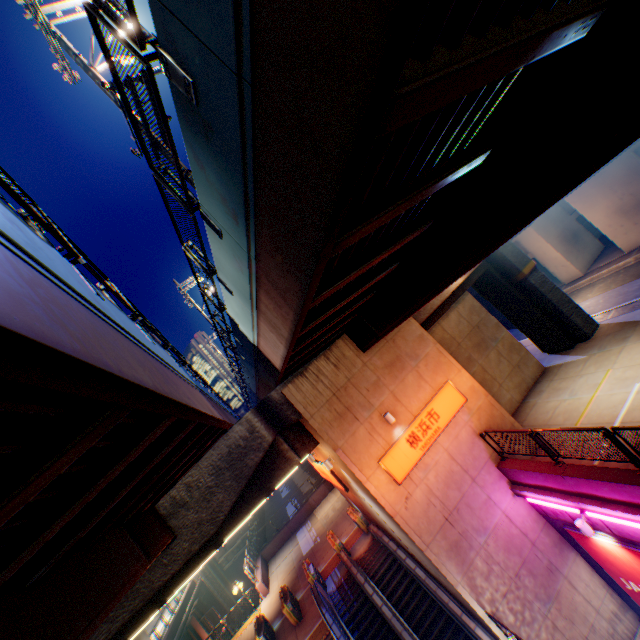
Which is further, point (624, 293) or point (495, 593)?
point (624, 293)

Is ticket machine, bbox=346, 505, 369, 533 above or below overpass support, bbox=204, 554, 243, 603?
above

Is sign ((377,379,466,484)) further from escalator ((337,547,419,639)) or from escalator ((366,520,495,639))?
escalator ((337,547,419,639))

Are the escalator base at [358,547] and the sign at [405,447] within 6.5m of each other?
no

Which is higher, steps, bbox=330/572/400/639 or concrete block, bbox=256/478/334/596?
concrete block, bbox=256/478/334/596

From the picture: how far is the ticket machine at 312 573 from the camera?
16.7m

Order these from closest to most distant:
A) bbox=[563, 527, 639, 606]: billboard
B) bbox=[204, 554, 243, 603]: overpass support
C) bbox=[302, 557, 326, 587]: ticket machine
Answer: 1. bbox=[563, 527, 639, 606]: billboard
2. bbox=[302, 557, 326, 587]: ticket machine
3. bbox=[204, 554, 243, 603]: overpass support

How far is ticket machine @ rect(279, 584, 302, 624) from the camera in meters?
16.0 m
